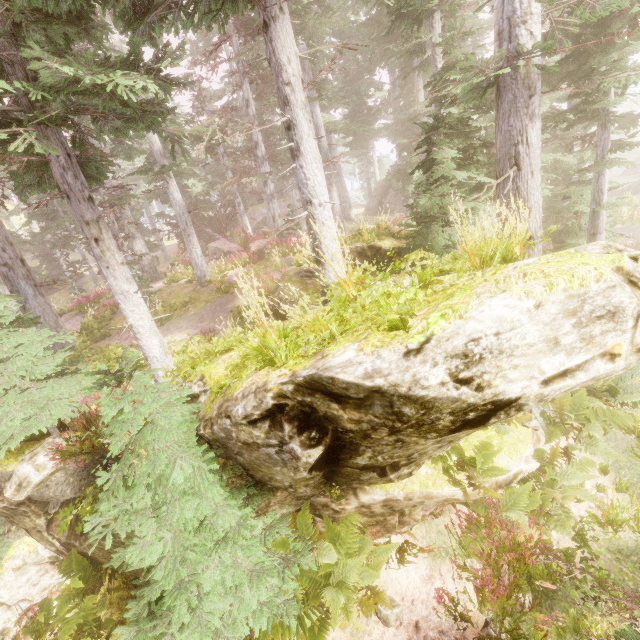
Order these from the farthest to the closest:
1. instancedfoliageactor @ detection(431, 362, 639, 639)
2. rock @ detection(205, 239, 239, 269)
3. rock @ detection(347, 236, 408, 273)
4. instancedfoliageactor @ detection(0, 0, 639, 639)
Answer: rock @ detection(205, 239, 239, 269), rock @ detection(347, 236, 408, 273), instancedfoliageactor @ detection(431, 362, 639, 639), instancedfoliageactor @ detection(0, 0, 639, 639)

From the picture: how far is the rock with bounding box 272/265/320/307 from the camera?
8.8m

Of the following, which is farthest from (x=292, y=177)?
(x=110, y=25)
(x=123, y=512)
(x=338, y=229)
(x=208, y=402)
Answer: (x=123, y=512)

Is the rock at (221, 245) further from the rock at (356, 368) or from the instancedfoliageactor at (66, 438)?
the rock at (356, 368)

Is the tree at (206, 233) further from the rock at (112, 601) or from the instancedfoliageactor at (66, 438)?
the rock at (112, 601)

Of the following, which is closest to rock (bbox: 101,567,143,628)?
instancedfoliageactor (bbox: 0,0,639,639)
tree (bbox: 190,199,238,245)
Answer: instancedfoliageactor (bbox: 0,0,639,639)

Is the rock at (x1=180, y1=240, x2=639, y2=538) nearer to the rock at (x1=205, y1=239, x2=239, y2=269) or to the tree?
the rock at (x1=205, y1=239, x2=239, y2=269)

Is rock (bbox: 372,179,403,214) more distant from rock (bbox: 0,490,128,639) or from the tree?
rock (bbox: 0,490,128,639)
